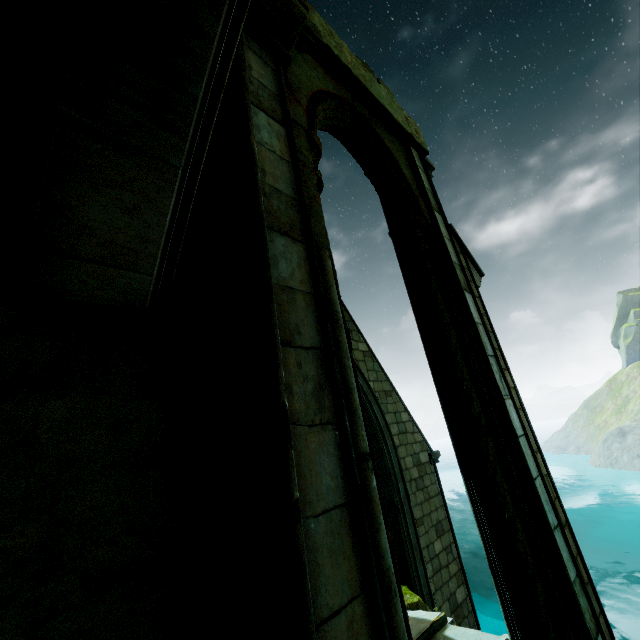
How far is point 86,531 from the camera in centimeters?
126cm

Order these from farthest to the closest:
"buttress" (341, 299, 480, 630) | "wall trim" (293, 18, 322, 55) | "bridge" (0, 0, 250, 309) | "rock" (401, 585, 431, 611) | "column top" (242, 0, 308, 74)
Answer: "buttress" (341, 299, 480, 630) < "rock" (401, 585, 431, 611) < "wall trim" (293, 18, 322, 55) < "column top" (242, 0, 308, 74) < "bridge" (0, 0, 250, 309)

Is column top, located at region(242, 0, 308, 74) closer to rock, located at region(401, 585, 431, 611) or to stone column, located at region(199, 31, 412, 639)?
stone column, located at region(199, 31, 412, 639)

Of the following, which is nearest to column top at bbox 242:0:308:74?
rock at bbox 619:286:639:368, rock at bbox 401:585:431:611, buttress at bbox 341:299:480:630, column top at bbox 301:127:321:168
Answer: column top at bbox 301:127:321:168

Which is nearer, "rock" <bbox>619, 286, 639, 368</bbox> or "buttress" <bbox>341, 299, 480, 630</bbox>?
"buttress" <bbox>341, 299, 480, 630</bbox>

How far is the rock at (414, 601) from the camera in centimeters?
499cm

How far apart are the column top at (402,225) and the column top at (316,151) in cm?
167

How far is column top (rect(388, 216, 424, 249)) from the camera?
4.59m
